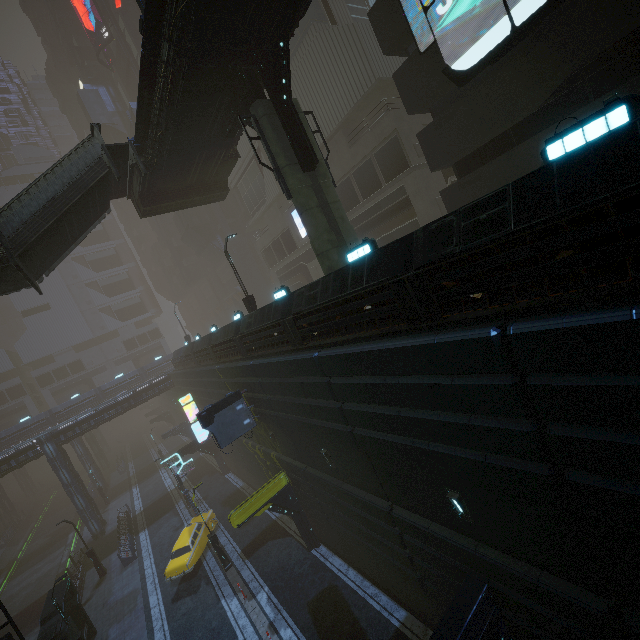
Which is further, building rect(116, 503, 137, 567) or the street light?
building rect(116, 503, 137, 567)

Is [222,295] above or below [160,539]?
above

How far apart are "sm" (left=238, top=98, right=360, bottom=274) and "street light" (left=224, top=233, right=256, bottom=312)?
7.4m

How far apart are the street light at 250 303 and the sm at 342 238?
7.4m

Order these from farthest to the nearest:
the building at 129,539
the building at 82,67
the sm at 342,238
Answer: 1. the building at 82,67
2. the building at 129,539
3. the sm at 342,238

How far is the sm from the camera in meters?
12.3 m

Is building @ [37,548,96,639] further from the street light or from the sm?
the sm

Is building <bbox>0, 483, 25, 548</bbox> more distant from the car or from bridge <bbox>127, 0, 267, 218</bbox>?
bridge <bbox>127, 0, 267, 218</bbox>
